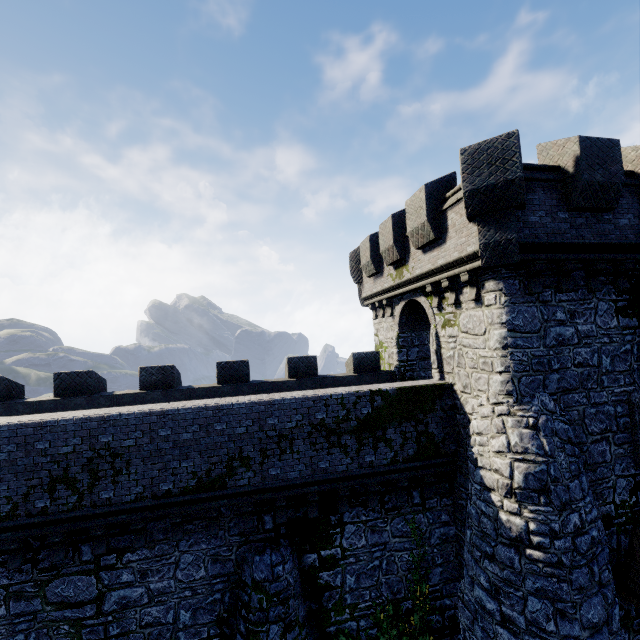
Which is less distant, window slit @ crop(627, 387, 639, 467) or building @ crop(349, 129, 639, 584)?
building @ crop(349, 129, 639, 584)

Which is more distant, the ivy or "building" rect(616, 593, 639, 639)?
the ivy

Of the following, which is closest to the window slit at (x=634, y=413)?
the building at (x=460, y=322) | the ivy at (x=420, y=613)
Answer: the building at (x=460, y=322)

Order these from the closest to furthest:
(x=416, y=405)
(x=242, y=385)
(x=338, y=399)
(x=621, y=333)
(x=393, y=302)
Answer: (x=621, y=333) → (x=338, y=399) → (x=416, y=405) → (x=242, y=385) → (x=393, y=302)

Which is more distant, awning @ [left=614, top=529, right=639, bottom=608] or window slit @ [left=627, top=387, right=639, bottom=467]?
window slit @ [left=627, top=387, right=639, bottom=467]

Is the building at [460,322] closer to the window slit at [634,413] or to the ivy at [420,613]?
the window slit at [634,413]

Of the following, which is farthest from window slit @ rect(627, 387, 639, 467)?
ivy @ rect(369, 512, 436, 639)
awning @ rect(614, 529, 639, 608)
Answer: ivy @ rect(369, 512, 436, 639)

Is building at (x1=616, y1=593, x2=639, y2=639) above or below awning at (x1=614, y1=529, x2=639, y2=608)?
below
